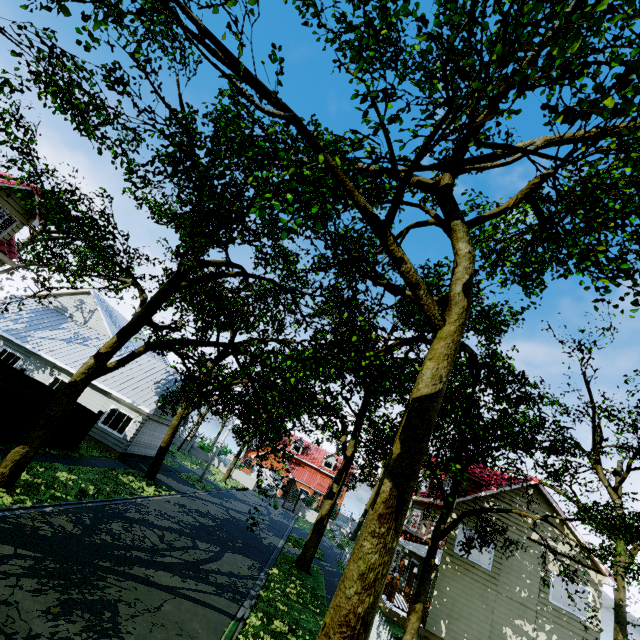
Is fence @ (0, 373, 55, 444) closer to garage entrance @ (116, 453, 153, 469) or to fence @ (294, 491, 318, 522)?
garage entrance @ (116, 453, 153, 469)

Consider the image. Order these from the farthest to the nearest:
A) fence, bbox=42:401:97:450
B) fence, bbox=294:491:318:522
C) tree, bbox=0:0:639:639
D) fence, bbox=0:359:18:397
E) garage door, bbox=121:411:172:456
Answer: fence, bbox=294:491:318:522 < garage door, bbox=121:411:172:456 < fence, bbox=42:401:97:450 < fence, bbox=0:359:18:397 < tree, bbox=0:0:639:639

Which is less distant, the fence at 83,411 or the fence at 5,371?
the fence at 5,371

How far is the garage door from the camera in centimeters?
2108cm

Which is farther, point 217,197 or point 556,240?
point 556,240

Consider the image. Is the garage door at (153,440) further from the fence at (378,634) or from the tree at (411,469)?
the fence at (378,634)
